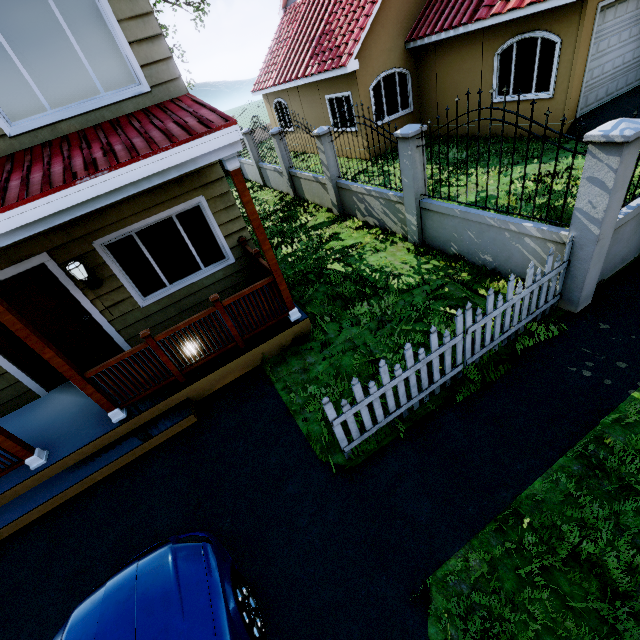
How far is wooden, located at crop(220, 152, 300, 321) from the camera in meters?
4.2 m

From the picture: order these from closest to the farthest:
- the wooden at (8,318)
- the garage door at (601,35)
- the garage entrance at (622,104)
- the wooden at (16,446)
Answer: the wooden at (8,318)
the wooden at (16,446)
the garage door at (601,35)
the garage entrance at (622,104)

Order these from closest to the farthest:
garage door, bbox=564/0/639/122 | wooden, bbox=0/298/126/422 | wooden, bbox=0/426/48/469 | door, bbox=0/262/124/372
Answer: wooden, bbox=0/298/126/422 → wooden, bbox=0/426/48/469 → door, bbox=0/262/124/372 → garage door, bbox=564/0/639/122

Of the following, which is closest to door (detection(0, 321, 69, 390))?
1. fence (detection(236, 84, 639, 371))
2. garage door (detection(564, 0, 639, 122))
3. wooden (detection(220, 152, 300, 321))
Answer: wooden (detection(220, 152, 300, 321))

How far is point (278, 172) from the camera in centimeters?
1272cm

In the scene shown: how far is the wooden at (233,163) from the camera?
4.17m

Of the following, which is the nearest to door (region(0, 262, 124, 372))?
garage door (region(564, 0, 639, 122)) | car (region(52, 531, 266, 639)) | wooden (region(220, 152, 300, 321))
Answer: wooden (region(220, 152, 300, 321))

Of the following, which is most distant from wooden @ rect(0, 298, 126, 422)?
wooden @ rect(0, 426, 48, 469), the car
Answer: the car
